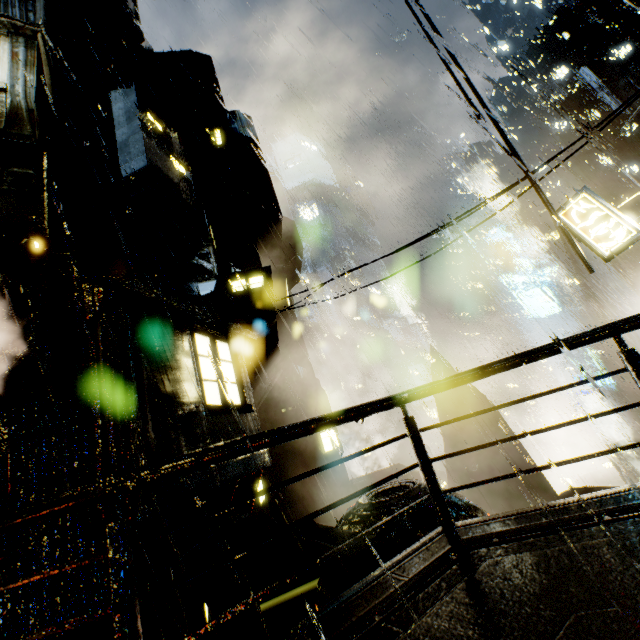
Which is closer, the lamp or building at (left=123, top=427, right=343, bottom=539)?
building at (left=123, top=427, right=343, bottom=539)

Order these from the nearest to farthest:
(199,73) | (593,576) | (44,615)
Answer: (593,576) < (44,615) < (199,73)

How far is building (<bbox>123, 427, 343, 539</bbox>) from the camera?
5.6m

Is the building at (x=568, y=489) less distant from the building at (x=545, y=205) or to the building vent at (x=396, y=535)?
the building at (x=545, y=205)

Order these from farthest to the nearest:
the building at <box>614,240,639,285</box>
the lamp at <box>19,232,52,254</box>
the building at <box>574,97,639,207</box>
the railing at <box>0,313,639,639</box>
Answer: the building at <box>614,240,639,285</box>, the building at <box>574,97,639,207</box>, the lamp at <box>19,232,52,254</box>, the railing at <box>0,313,639,639</box>

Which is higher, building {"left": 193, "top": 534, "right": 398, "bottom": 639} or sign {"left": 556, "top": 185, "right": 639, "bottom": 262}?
sign {"left": 556, "top": 185, "right": 639, "bottom": 262}

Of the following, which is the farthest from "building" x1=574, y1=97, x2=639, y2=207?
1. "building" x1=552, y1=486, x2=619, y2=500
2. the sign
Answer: "building" x1=552, y1=486, x2=619, y2=500

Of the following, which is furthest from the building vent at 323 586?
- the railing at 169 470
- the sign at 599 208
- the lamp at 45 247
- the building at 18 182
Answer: the lamp at 45 247
